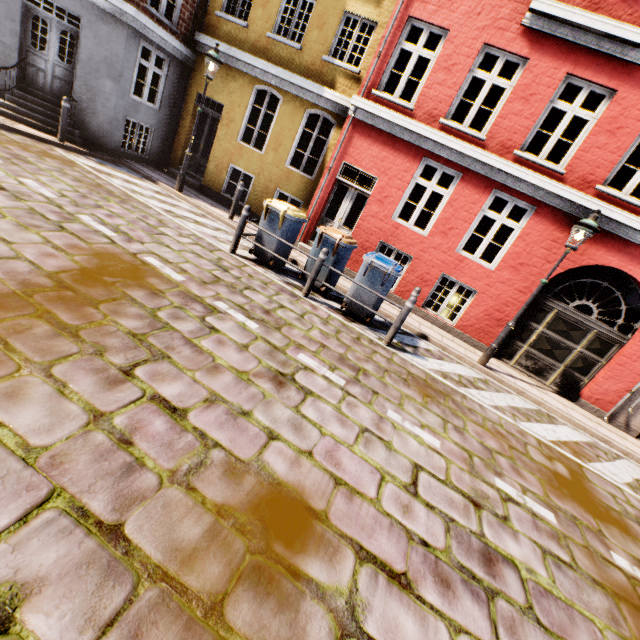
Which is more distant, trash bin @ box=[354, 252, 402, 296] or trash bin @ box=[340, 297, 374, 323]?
trash bin @ box=[340, 297, 374, 323]

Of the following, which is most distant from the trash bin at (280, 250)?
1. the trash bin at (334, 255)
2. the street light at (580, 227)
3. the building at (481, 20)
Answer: the building at (481, 20)

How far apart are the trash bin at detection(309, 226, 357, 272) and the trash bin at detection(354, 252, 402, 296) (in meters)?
0.37

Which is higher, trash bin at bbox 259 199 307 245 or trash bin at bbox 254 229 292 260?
trash bin at bbox 259 199 307 245

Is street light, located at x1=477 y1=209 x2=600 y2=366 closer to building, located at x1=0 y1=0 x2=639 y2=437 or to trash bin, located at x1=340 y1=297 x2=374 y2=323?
trash bin, located at x1=340 y1=297 x2=374 y2=323

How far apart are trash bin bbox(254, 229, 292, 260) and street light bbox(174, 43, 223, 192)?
4.02m

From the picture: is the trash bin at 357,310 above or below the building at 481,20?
below

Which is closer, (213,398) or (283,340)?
(213,398)
